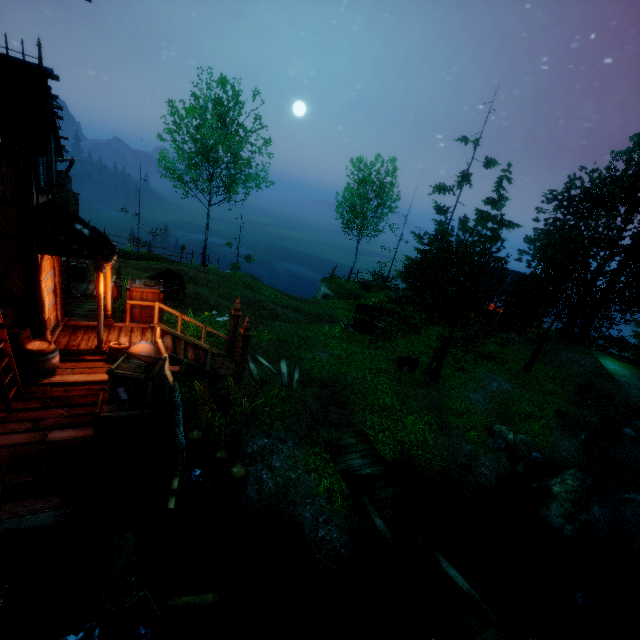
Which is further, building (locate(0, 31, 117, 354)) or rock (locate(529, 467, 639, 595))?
rock (locate(529, 467, 639, 595))

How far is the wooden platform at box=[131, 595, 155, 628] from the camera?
4.3 meters

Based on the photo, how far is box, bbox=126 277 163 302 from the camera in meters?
10.4

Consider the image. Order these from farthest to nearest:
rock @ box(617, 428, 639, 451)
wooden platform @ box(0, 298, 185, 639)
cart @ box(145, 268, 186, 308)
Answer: rock @ box(617, 428, 639, 451) < cart @ box(145, 268, 186, 308) < wooden platform @ box(0, 298, 185, 639)

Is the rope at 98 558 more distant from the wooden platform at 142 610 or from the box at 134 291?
the box at 134 291

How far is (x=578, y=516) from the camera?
10.16m

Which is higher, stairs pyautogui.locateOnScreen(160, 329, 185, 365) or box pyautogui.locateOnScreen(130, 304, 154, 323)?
box pyautogui.locateOnScreen(130, 304, 154, 323)

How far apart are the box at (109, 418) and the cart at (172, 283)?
7.47m
